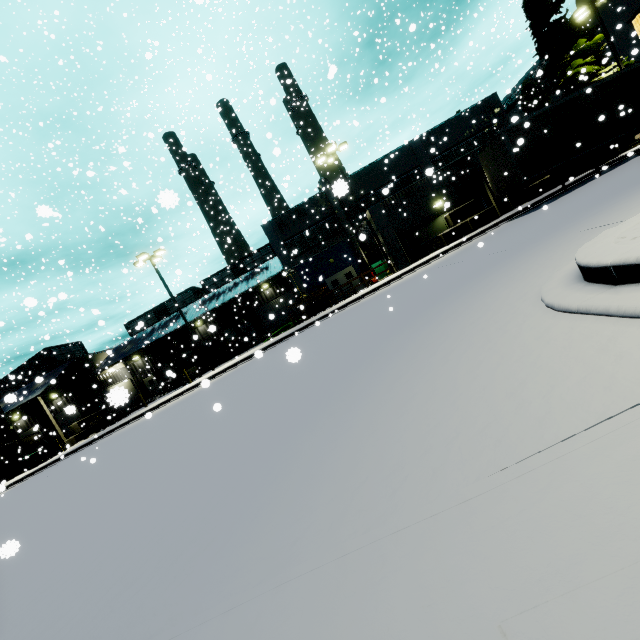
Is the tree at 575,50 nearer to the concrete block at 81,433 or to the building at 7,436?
the building at 7,436

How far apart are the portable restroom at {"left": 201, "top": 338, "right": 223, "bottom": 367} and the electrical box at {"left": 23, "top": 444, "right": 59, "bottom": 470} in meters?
13.7 m

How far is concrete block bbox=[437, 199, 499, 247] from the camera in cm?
2167

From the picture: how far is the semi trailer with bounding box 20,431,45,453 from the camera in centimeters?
3325cm

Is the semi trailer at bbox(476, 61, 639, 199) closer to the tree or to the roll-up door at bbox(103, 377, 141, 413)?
the roll-up door at bbox(103, 377, 141, 413)

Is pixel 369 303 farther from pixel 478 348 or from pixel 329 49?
pixel 329 49

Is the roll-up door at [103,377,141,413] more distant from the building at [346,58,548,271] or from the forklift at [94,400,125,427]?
the forklift at [94,400,125,427]

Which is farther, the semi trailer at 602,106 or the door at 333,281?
the door at 333,281
